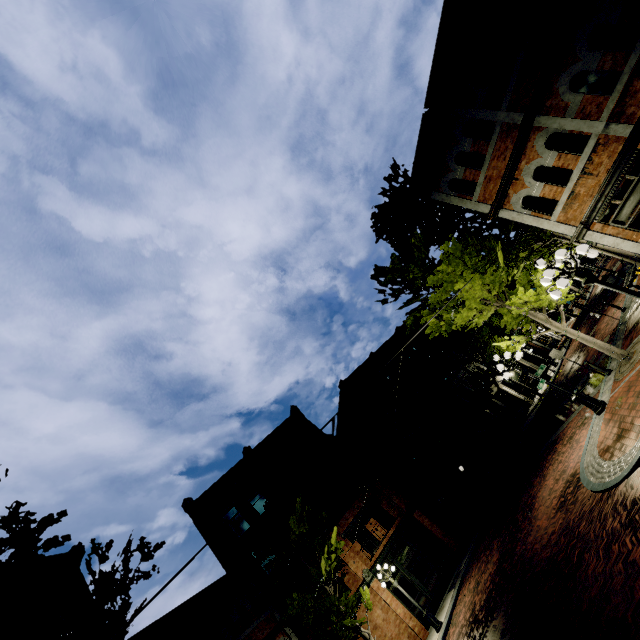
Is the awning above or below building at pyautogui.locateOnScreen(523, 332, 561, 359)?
above

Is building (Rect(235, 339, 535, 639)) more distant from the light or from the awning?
the light

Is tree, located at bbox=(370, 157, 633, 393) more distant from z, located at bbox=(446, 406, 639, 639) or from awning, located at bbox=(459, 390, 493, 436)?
awning, located at bbox=(459, 390, 493, 436)

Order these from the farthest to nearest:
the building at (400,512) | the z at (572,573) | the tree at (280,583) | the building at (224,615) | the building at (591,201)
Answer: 1. the building at (400,512)
2. the tree at (280,583)
3. the building at (224,615)
4. the building at (591,201)
5. the z at (572,573)

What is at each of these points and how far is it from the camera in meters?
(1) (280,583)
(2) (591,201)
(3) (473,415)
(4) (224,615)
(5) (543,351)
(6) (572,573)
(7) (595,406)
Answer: (1) tree, 15.8
(2) building, 10.4
(3) awning, 25.3
(4) building, 16.0
(5) building, 35.1
(6) z, 7.5
(7) light, 11.0

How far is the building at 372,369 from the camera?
30.58m

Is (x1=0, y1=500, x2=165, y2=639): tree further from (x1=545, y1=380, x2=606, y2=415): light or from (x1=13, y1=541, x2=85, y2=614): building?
(x1=545, y1=380, x2=606, y2=415): light

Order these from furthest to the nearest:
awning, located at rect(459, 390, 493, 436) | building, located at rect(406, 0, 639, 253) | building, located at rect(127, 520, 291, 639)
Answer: awning, located at rect(459, 390, 493, 436), building, located at rect(127, 520, 291, 639), building, located at rect(406, 0, 639, 253)
